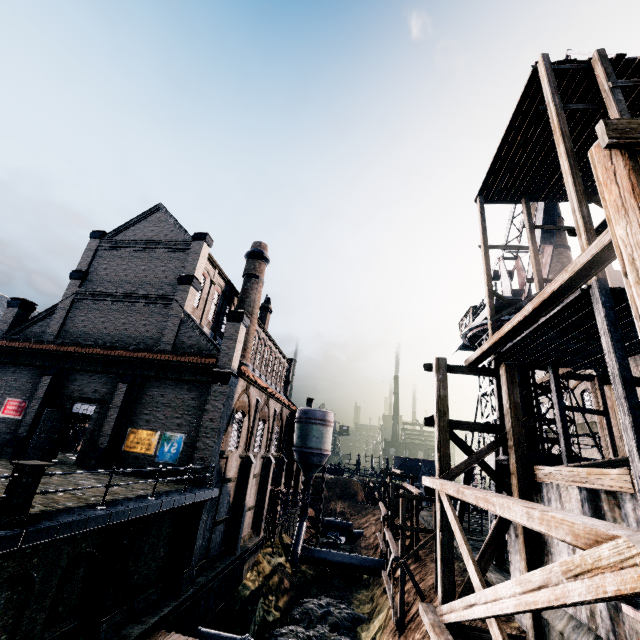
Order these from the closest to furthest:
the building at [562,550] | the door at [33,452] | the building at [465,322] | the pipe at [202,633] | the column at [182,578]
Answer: the building at [562,550] < the column at [182,578] < the pipe at [202,633] < the door at [33,452] < the building at [465,322]

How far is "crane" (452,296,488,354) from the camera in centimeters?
2763cm

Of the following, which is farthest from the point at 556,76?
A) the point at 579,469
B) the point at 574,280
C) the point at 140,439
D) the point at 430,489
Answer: the point at 140,439

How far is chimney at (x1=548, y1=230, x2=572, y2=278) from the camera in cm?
4032

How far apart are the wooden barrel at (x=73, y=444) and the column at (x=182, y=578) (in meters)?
19.44

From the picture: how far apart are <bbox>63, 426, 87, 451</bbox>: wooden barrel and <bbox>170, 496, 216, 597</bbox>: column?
19.4 meters

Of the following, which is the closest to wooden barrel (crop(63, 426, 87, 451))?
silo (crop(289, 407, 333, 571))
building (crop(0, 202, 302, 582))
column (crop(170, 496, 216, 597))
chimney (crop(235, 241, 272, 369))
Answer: building (crop(0, 202, 302, 582))

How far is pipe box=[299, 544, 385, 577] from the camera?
34.1m
